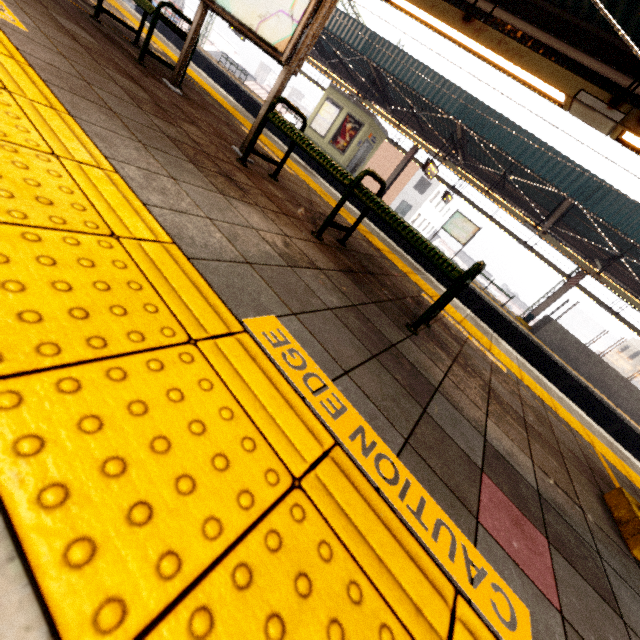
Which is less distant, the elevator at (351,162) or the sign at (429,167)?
the sign at (429,167)

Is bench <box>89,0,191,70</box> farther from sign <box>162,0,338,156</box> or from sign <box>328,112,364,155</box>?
sign <box>328,112,364,155</box>

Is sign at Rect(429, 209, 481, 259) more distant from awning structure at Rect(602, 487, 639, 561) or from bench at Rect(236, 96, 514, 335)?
bench at Rect(236, 96, 514, 335)

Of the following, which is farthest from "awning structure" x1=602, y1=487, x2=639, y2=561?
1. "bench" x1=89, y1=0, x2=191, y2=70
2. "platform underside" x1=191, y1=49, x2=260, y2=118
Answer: "platform underside" x1=191, y1=49, x2=260, y2=118

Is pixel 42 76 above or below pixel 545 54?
below

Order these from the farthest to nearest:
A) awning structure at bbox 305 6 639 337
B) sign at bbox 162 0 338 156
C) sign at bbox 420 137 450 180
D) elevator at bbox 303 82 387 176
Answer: elevator at bbox 303 82 387 176 → sign at bbox 420 137 450 180 → awning structure at bbox 305 6 639 337 → sign at bbox 162 0 338 156

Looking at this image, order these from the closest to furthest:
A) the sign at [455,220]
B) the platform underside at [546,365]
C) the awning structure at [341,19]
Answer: the awning structure at [341,19], the platform underside at [546,365], the sign at [455,220]

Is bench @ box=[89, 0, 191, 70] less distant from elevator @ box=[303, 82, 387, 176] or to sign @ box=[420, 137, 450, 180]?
sign @ box=[420, 137, 450, 180]
